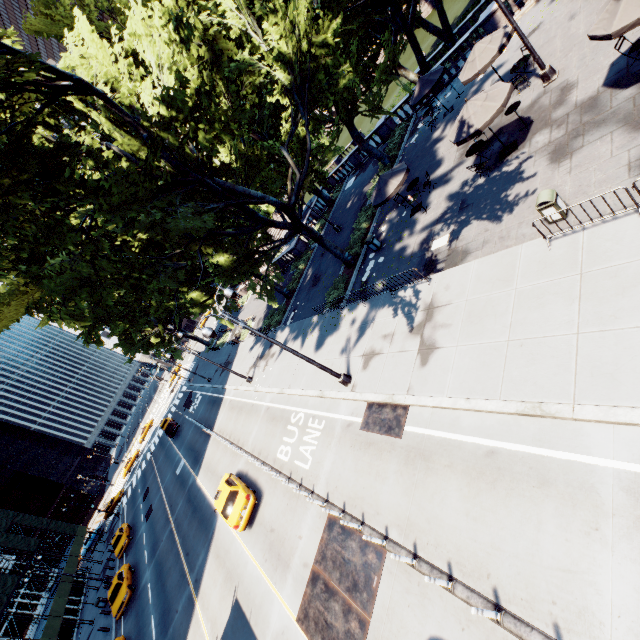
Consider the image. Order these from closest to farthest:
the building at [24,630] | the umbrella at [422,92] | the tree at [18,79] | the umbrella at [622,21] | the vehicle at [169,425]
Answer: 1. the umbrella at [622,21]
2. the tree at [18,79]
3. the umbrella at [422,92]
4. the building at [24,630]
5. the vehicle at [169,425]

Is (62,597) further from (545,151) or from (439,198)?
(545,151)

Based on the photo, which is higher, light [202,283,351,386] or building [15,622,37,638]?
building [15,622,37,638]

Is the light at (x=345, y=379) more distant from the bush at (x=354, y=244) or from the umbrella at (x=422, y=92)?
the umbrella at (x=422, y=92)

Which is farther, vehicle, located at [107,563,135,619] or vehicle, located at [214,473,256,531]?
vehicle, located at [107,563,135,619]

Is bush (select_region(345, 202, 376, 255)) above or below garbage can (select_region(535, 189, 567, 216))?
below

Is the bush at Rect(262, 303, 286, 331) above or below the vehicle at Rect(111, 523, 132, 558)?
below

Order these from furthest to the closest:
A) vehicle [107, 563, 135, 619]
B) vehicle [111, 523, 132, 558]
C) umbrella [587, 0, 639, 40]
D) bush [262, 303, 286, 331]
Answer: vehicle [111, 523, 132, 558] < bush [262, 303, 286, 331] < vehicle [107, 563, 135, 619] < umbrella [587, 0, 639, 40]
